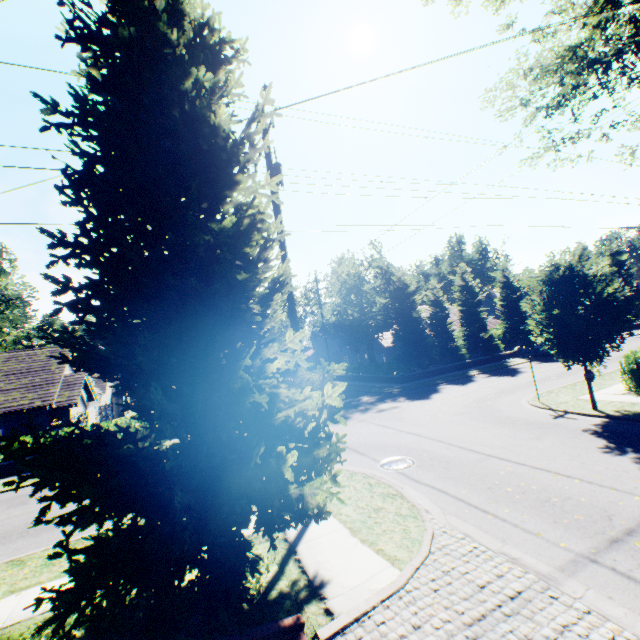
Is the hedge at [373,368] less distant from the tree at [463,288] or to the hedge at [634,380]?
the tree at [463,288]

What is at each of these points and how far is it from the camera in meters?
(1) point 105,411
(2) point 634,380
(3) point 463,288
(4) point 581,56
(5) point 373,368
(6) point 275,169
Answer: (1) door, 33.1 m
(2) hedge, 13.3 m
(3) tree, 34.2 m
(4) tree, 14.0 m
(5) hedge, 32.9 m
(6) power line pole, 9.6 m

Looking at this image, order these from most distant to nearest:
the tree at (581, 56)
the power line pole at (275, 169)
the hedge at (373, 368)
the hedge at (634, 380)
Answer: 1. the hedge at (373, 368)
2. the hedge at (634, 380)
3. the tree at (581, 56)
4. the power line pole at (275, 169)

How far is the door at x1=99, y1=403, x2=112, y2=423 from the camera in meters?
32.8 m

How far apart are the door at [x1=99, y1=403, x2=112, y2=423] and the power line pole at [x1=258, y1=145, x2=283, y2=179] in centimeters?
3283cm

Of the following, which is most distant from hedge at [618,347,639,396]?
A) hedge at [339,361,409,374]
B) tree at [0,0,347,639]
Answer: hedge at [339,361,409,374]

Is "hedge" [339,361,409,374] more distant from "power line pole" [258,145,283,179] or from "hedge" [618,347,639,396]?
"power line pole" [258,145,283,179]

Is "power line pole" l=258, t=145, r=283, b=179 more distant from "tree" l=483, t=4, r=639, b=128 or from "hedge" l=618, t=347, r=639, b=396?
"hedge" l=618, t=347, r=639, b=396
